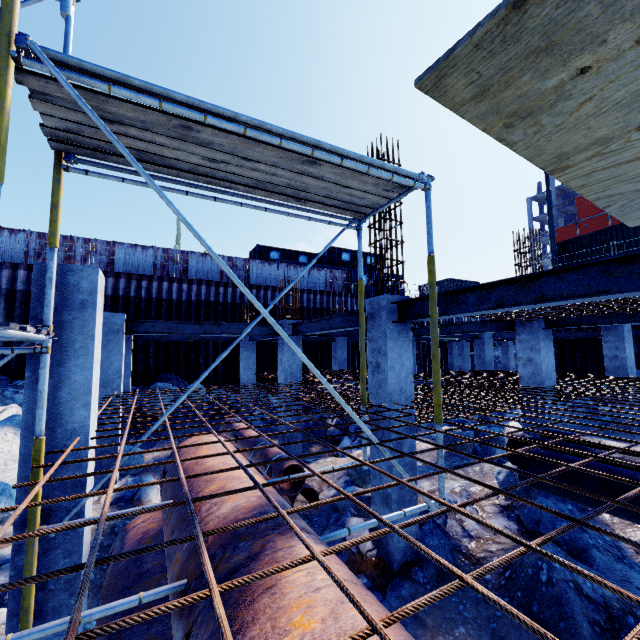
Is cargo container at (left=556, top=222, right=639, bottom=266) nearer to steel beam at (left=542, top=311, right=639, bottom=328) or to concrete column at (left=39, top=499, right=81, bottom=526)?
steel beam at (left=542, top=311, right=639, bottom=328)

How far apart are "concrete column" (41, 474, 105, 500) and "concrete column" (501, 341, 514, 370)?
26.10m

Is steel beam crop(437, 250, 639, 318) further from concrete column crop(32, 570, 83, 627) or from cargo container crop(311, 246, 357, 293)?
cargo container crop(311, 246, 357, 293)

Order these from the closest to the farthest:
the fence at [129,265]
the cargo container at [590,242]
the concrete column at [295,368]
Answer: the concrete column at [295,368] → the cargo container at [590,242] → the fence at [129,265]

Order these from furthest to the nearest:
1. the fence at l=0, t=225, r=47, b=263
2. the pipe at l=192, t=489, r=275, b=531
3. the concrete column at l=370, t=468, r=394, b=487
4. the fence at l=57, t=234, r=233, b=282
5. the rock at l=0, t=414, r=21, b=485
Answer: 1. the fence at l=57, t=234, r=233, b=282
2. the fence at l=0, t=225, r=47, b=263
3. the rock at l=0, t=414, r=21, b=485
4. the concrete column at l=370, t=468, r=394, b=487
5. the pipe at l=192, t=489, r=275, b=531

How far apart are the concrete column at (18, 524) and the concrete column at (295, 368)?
6.2m

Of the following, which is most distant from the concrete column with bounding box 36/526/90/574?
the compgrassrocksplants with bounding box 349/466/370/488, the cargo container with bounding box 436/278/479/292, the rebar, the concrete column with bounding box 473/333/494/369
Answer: the cargo container with bounding box 436/278/479/292

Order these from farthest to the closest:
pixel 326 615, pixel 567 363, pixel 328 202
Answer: pixel 567 363 < pixel 328 202 < pixel 326 615
